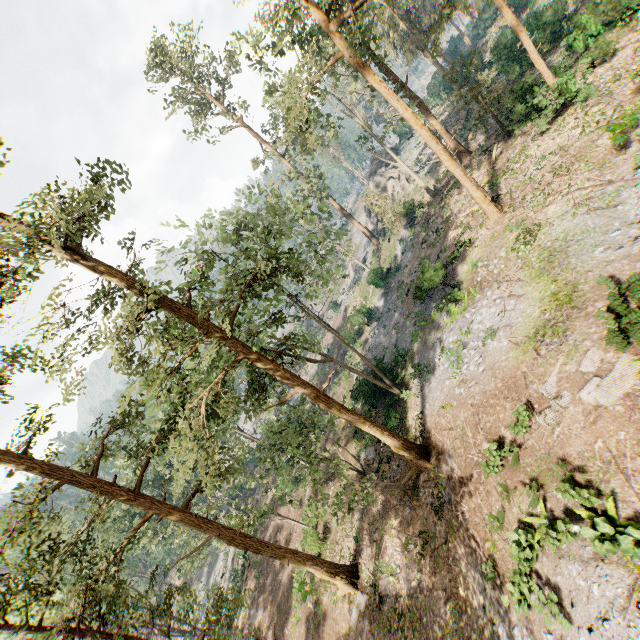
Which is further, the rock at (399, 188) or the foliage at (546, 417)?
the rock at (399, 188)

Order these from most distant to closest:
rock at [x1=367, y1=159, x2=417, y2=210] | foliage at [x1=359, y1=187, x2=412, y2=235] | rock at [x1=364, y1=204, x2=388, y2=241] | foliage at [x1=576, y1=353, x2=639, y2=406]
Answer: rock at [x1=364, y1=204, x2=388, y2=241] → rock at [x1=367, y1=159, x2=417, y2=210] → foliage at [x1=359, y1=187, x2=412, y2=235] → foliage at [x1=576, y1=353, x2=639, y2=406]

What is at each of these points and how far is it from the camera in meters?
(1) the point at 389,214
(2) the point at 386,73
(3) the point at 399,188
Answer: (1) foliage, 33.7 m
(2) foliage, 27.9 m
(3) rock, 40.8 m

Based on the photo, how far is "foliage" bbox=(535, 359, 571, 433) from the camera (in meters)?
11.32

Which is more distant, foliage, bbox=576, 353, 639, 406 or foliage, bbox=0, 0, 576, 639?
foliage, bbox=0, 0, 576, 639

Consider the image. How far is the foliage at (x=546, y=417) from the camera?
11.3 meters

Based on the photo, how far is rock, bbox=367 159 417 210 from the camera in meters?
40.6 m
